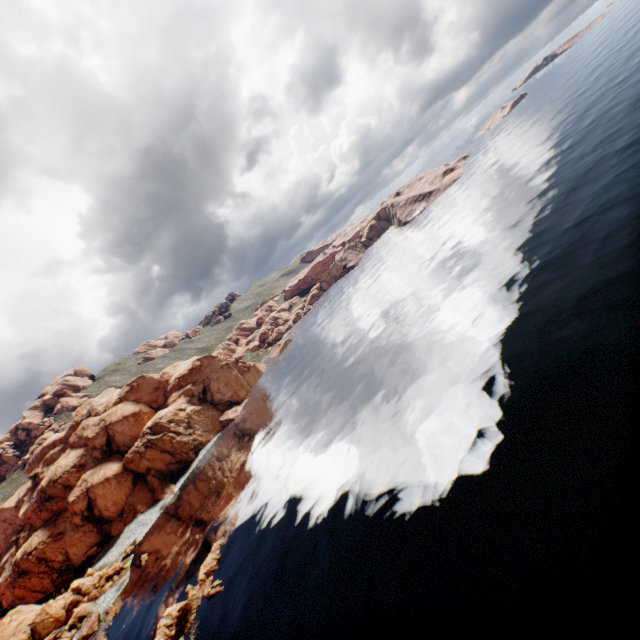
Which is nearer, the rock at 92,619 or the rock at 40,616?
the rock at 92,619

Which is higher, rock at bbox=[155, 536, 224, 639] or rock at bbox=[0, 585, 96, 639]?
rock at bbox=[0, 585, 96, 639]

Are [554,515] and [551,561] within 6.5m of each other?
yes

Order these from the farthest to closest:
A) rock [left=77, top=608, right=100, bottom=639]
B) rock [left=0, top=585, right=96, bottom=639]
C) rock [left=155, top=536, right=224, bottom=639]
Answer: rock [left=0, top=585, right=96, bottom=639] < rock [left=77, top=608, right=100, bottom=639] < rock [left=155, top=536, right=224, bottom=639]

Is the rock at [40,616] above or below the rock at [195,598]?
above

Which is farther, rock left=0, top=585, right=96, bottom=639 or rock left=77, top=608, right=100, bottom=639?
rock left=0, top=585, right=96, bottom=639
